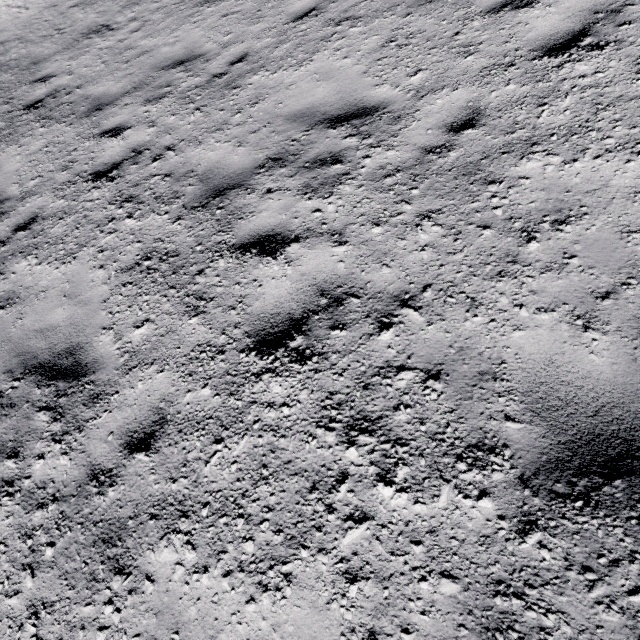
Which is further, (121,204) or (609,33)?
(121,204)
